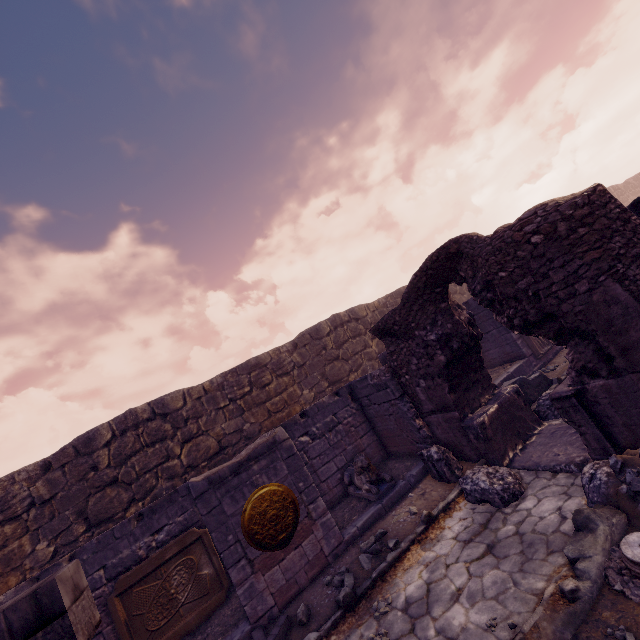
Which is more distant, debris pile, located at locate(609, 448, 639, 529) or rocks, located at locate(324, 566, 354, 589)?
rocks, located at locate(324, 566, 354, 589)

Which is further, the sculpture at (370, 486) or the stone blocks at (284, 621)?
the sculpture at (370, 486)

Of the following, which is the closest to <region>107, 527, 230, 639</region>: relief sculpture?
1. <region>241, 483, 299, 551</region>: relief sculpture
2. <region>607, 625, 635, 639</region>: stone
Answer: <region>241, 483, 299, 551</region>: relief sculpture

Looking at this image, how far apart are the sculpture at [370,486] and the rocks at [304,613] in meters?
2.3 m

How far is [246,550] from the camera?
5.38m

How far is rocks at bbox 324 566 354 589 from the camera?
4.99m

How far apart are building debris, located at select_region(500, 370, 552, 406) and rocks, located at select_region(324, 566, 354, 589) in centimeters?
552cm

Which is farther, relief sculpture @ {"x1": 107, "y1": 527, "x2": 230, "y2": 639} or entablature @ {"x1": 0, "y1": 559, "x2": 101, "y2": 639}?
relief sculpture @ {"x1": 107, "y1": 527, "x2": 230, "y2": 639}
